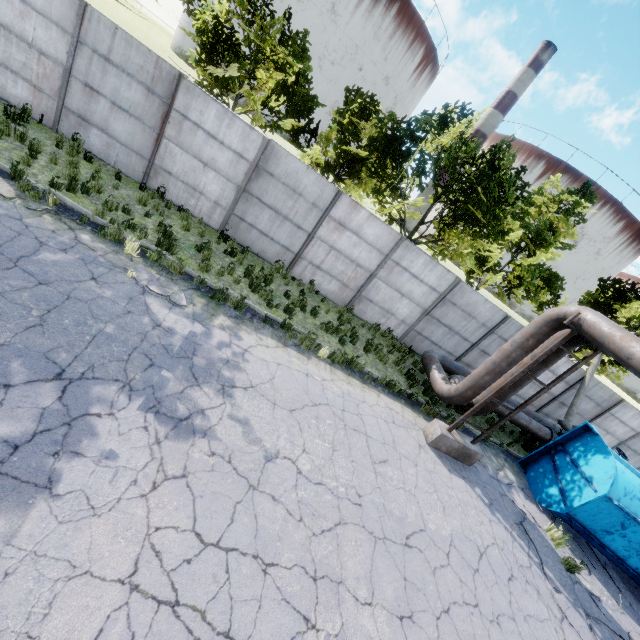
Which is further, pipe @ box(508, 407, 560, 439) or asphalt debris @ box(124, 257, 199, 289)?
pipe @ box(508, 407, 560, 439)

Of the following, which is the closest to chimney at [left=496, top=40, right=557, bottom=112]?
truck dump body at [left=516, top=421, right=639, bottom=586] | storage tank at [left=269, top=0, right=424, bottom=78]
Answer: storage tank at [left=269, top=0, right=424, bottom=78]

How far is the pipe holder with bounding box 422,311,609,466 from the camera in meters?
7.9

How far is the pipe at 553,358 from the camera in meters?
8.6

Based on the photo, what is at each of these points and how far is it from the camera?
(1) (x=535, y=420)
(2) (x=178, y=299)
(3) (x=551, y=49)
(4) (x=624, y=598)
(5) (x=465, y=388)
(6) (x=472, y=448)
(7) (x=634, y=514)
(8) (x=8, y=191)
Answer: (1) pipe, 13.8m
(2) asphalt debris, 7.6m
(3) chimney, 55.6m
(4) asphalt debris, 9.2m
(5) pipe, 9.4m
(6) pipe holder, 9.4m
(7) truck dump body, 8.9m
(8) asphalt debris, 7.0m

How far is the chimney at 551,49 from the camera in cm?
5588

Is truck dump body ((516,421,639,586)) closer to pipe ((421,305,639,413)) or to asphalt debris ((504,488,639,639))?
asphalt debris ((504,488,639,639))

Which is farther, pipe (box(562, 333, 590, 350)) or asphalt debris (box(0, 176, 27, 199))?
pipe (box(562, 333, 590, 350))
